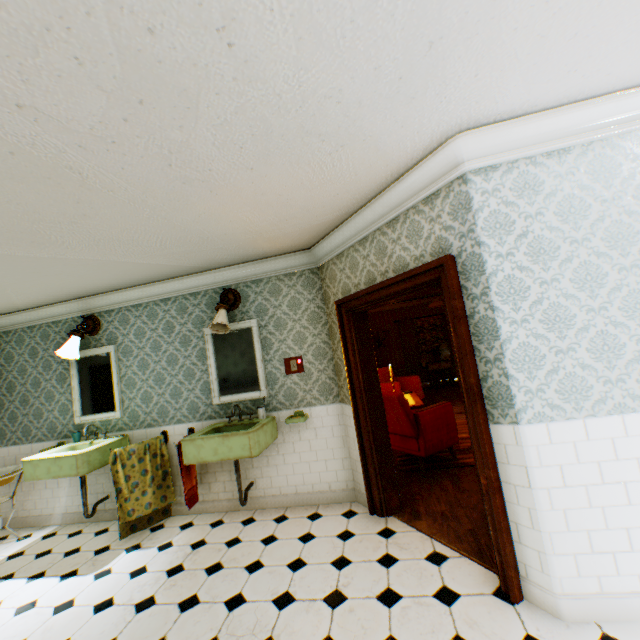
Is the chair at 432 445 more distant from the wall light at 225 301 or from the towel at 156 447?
the towel at 156 447

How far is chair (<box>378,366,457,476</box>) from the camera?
4.3m

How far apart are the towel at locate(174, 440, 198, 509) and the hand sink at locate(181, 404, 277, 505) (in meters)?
0.14

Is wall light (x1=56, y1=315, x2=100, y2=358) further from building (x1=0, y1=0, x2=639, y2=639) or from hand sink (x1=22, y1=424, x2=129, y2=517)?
hand sink (x1=22, y1=424, x2=129, y2=517)

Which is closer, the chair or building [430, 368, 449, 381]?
the chair

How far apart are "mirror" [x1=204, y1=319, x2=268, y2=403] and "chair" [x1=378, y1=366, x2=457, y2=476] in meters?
1.6 m

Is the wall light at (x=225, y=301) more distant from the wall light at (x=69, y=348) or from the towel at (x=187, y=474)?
the wall light at (x=69, y=348)

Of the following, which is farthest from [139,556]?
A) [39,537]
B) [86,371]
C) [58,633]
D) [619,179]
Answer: [619,179]
